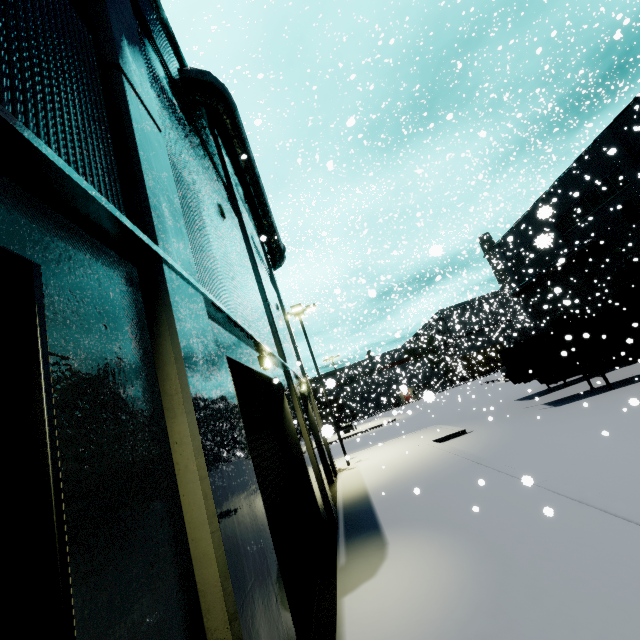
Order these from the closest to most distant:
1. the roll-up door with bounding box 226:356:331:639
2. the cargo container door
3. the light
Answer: the roll-up door with bounding box 226:356:331:639
the cargo container door
the light

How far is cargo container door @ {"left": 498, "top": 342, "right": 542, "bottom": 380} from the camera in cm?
1697

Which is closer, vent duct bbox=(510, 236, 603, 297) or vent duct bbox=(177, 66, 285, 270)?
vent duct bbox=(177, 66, 285, 270)

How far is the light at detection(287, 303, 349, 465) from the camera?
18.58m

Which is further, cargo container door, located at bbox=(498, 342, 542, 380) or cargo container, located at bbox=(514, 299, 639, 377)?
cargo container door, located at bbox=(498, 342, 542, 380)

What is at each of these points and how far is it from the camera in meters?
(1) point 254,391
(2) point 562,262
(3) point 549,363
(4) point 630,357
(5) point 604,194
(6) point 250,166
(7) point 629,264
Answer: (1) roll-up door, 7.2 m
(2) vent duct, 5.7 m
(3) cargo container, 16.7 m
(4) semi trailer, 16.0 m
(5) building, 24.1 m
(6) vent duct, 13.1 m
(7) pipe, 22.2 m

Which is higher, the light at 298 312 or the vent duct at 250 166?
the vent duct at 250 166

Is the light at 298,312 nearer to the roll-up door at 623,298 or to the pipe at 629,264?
the roll-up door at 623,298
